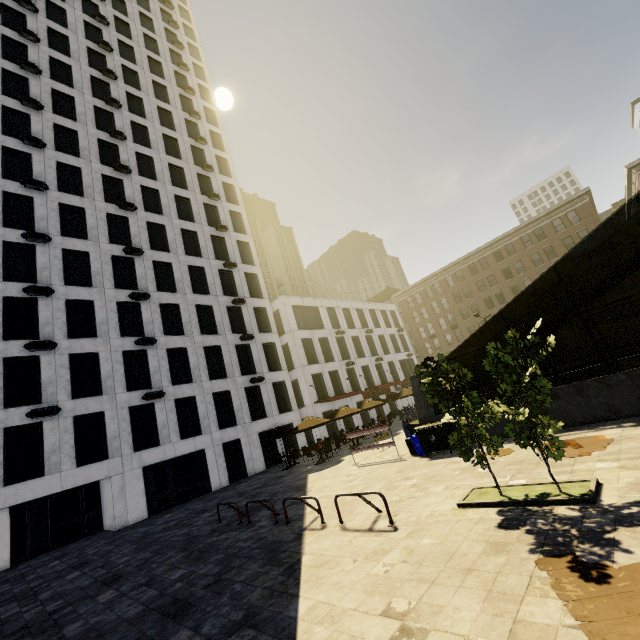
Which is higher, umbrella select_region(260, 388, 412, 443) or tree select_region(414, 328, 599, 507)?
umbrella select_region(260, 388, 412, 443)

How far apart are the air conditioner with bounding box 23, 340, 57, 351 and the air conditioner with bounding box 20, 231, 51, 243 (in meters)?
7.18

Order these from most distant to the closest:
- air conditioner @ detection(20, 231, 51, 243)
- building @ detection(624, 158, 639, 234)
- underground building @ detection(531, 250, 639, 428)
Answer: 1. building @ detection(624, 158, 639, 234)
2. air conditioner @ detection(20, 231, 51, 243)
3. underground building @ detection(531, 250, 639, 428)

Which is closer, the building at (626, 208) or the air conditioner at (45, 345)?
the air conditioner at (45, 345)

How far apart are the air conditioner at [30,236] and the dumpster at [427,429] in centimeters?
2563cm

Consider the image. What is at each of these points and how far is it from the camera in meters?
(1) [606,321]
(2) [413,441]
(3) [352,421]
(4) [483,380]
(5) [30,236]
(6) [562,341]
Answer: (1) building, 40.0 m
(2) trash bin, 13.6 m
(3) building, 35.0 m
(4) underground building, 14.8 m
(5) air conditioner, 20.9 m
(6) building, 54.6 m

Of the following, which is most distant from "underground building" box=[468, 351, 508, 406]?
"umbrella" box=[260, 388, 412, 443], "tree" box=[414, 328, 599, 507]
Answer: "umbrella" box=[260, 388, 412, 443]

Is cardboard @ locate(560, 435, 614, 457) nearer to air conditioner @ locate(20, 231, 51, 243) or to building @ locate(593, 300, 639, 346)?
building @ locate(593, 300, 639, 346)
